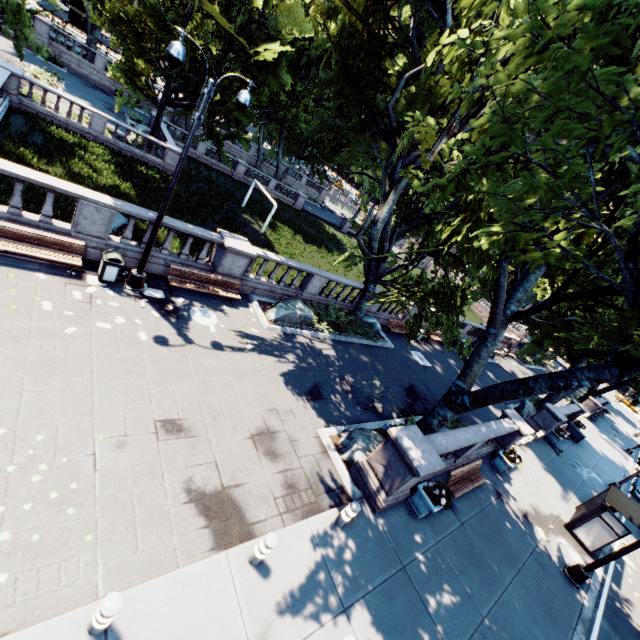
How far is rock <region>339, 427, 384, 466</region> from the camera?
10.2m

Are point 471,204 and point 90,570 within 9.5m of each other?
no

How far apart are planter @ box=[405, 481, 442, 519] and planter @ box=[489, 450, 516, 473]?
6.7 meters

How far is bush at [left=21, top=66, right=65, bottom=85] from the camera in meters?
26.6

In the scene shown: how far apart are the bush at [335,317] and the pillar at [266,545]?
11.2 meters

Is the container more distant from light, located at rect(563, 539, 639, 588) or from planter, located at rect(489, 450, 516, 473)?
light, located at rect(563, 539, 639, 588)

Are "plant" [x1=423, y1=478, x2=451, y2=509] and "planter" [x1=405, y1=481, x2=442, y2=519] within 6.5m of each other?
yes

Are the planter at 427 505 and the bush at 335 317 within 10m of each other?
yes
